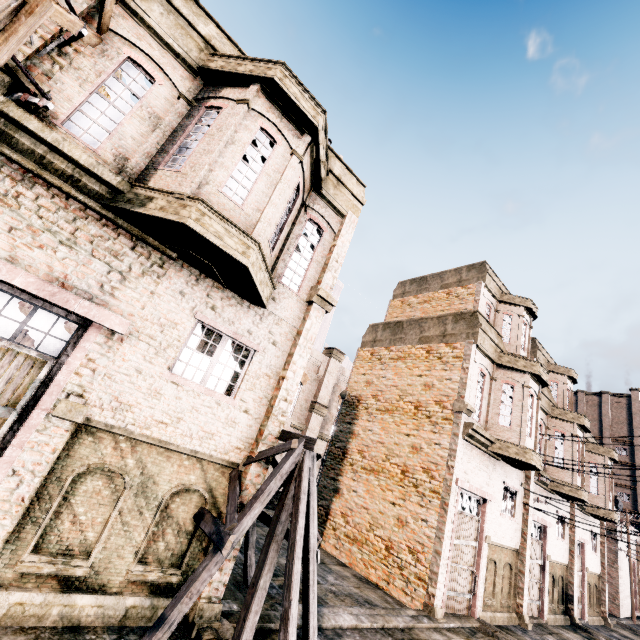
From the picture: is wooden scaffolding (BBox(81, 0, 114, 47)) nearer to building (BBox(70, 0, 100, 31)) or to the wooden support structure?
building (BBox(70, 0, 100, 31))

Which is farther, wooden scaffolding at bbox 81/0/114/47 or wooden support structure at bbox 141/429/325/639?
wooden scaffolding at bbox 81/0/114/47

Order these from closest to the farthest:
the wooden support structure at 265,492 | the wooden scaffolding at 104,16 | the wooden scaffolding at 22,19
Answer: the wooden scaffolding at 22,19, the wooden support structure at 265,492, the wooden scaffolding at 104,16

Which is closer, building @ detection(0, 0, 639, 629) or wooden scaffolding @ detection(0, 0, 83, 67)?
wooden scaffolding @ detection(0, 0, 83, 67)

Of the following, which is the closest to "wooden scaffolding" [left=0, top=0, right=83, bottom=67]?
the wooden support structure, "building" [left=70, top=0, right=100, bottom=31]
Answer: "building" [left=70, top=0, right=100, bottom=31]

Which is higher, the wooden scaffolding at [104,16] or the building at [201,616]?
the wooden scaffolding at [104,16]

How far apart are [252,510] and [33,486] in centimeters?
361cm
